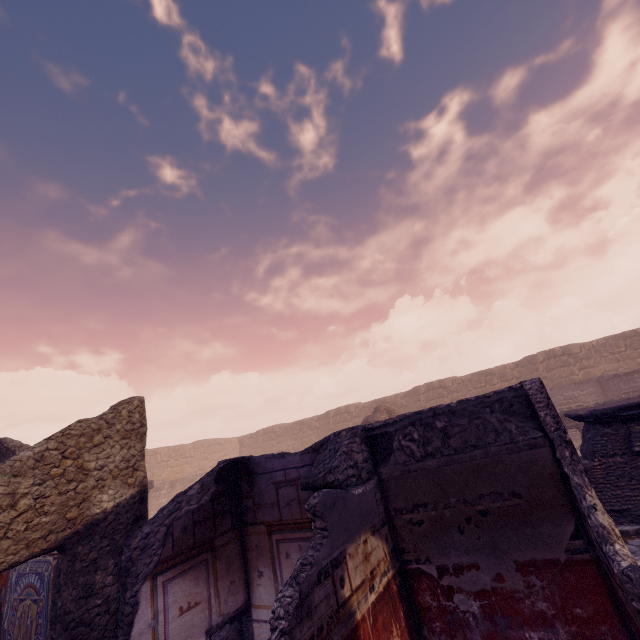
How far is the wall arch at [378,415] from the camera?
16.2m

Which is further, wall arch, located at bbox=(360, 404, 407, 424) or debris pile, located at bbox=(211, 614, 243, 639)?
wall arch, located at bbox=(360, 404, 407, 424)

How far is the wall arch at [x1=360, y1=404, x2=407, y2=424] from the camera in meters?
16.2

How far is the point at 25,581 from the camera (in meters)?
6.02

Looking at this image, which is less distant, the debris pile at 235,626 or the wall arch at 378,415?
the debris pile at 235,626

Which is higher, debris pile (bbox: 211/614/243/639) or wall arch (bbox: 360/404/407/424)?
wall arch (bbox: 360/404/407/424)
